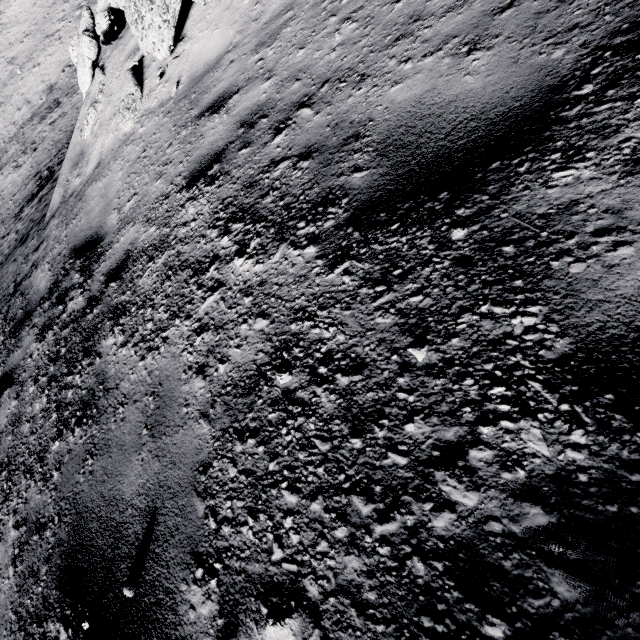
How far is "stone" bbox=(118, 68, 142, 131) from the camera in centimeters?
497cm

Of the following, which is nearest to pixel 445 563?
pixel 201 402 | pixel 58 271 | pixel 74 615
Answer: pixel 201 402

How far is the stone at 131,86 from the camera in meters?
5.0 m
